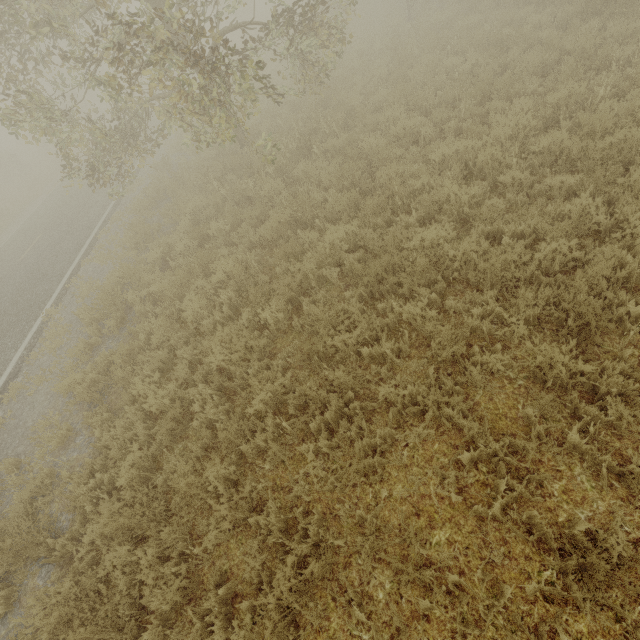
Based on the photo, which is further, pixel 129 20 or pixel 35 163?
pixel 35 163
